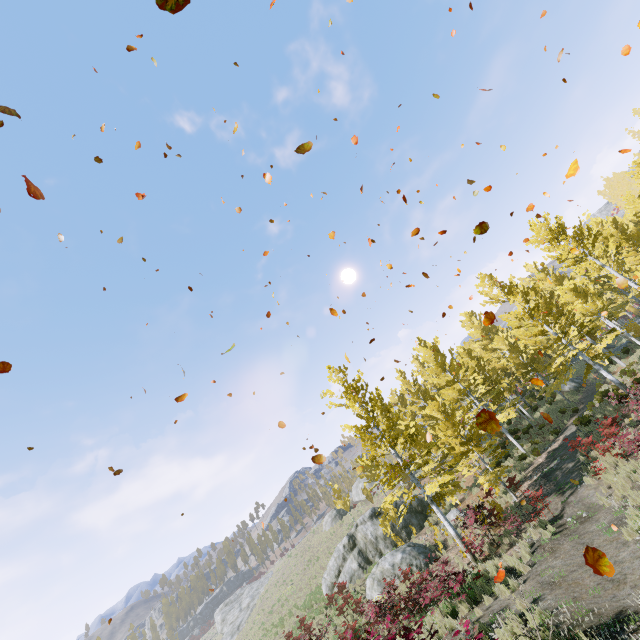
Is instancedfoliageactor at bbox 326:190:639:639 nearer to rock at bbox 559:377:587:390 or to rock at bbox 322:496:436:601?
rock at bbox 559:377:587:390

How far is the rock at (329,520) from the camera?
40.2m

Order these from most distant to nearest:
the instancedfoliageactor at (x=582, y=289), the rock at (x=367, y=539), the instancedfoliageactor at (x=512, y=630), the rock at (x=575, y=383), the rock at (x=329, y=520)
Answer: the rock at (x=329, y=520) → the rock at (x=575, y=383) → the rock at (x=367, y=539) → the instancedfoliageactor at (x=582, y=289) → the instancedfoliageactor at (x=512, y=630)

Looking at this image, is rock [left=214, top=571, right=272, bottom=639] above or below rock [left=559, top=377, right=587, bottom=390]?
above

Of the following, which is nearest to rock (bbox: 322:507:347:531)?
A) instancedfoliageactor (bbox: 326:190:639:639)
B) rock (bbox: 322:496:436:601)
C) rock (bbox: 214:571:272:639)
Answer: instancedfoliageactor (bbox: 326:190:639:639)

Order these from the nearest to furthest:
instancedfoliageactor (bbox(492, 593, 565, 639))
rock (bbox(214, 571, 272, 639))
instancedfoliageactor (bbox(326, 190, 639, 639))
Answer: instancedfoliageactor (bbox(492, 593, 565, 639)) → instancedfoliageactor (bbox(326, 190, 639, 639)) → rock (bbox(214, 571, 272, 639))

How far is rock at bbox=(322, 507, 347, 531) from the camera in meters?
40.2 m

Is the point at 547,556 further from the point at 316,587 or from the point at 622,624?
the point at 316,587
